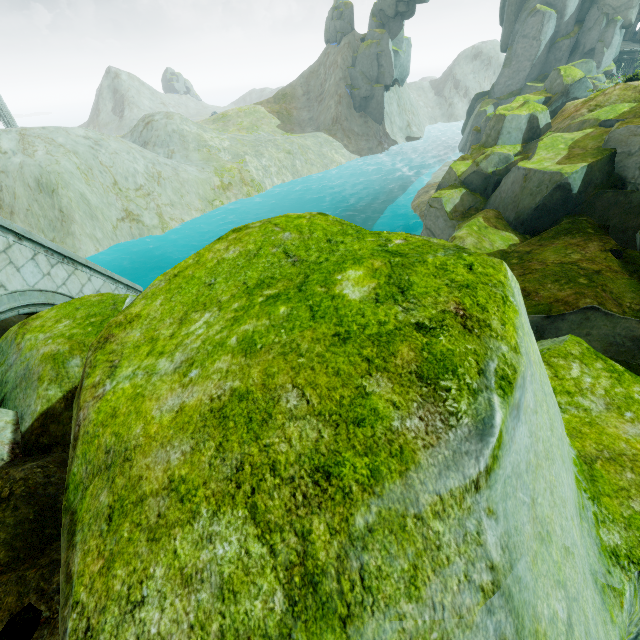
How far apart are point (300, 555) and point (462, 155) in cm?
2549

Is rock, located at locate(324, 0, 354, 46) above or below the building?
above

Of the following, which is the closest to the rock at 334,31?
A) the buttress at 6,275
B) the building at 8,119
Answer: the buttress at 6,275

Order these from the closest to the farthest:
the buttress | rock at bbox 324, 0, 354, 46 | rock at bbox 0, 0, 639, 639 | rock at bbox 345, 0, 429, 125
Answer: rock at bbox 0, 0, 639, 639 < the buttress < rock at bbox 345, 0, 429, 125 < rock at bbox 324, 0, 354, 46

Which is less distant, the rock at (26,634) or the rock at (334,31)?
the rock at (26,634)

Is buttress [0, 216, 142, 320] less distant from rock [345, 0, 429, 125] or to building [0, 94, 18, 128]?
rock [345, 0, 429, 125]
